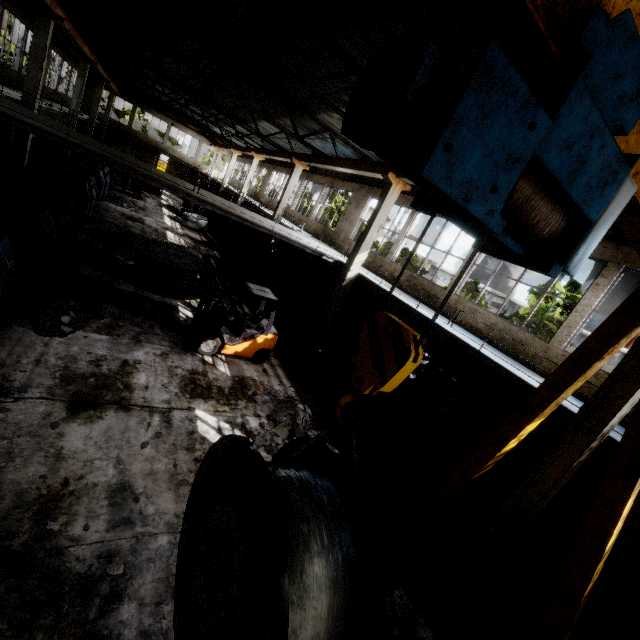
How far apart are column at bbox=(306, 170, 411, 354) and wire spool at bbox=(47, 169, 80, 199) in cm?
1184

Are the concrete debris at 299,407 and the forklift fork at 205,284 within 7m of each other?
yes

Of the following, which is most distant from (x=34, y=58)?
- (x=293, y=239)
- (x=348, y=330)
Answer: (x=348, y=330)

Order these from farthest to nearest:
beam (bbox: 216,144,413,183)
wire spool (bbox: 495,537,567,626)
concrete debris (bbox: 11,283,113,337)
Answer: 1. beam (bbox: 216,144,413,183)
2. concrete debris (bbox: 11,283,113,337)
3. wire spool (bbox: 495,537,567,626)

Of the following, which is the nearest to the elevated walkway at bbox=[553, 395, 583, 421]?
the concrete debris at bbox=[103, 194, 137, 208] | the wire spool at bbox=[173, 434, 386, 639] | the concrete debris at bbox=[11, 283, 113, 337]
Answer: the concrete debris at bbox=[11, 283, 113, 337]

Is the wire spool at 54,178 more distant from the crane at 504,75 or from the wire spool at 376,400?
the crane at 504,75

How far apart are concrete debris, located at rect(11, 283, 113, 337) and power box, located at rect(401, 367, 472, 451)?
10.3m

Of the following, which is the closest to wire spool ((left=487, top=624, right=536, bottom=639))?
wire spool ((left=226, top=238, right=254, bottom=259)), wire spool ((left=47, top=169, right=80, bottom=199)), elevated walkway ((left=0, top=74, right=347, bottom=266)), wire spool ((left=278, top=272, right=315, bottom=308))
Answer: elevated walkway ((left=0, top=74, right=347, bottom=266))
